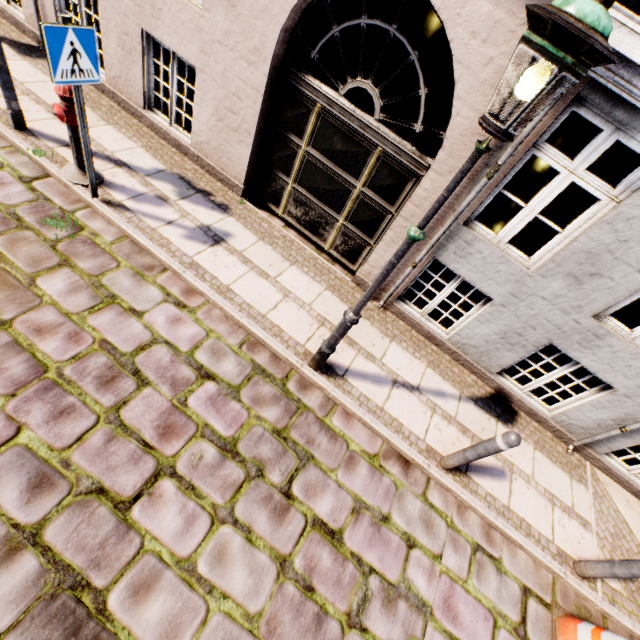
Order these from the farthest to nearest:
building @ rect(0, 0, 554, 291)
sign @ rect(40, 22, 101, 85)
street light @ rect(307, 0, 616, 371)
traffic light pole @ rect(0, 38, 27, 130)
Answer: traffic light pole @ rect(0, 38, 27, 130)
building @ rect(0, 0, 554, 291)
sign @ rect(40, 22, 101, 85)
street light @ rect(307, 0, 616, 371)

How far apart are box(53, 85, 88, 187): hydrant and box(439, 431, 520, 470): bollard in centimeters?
598cm

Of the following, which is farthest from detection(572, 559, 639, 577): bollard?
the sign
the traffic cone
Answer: the sign

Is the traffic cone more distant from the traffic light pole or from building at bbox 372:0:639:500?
the traffic light pole

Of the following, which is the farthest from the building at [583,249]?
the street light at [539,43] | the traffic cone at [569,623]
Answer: the traffic cone at [569,623]

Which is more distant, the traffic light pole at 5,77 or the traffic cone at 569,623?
the traffic light pole at 5,77

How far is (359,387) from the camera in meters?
4.3 m

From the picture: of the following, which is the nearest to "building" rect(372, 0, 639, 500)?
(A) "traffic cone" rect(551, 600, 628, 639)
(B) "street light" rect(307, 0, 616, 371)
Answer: (B) "street light" rect(307, 0, 616, 371)
